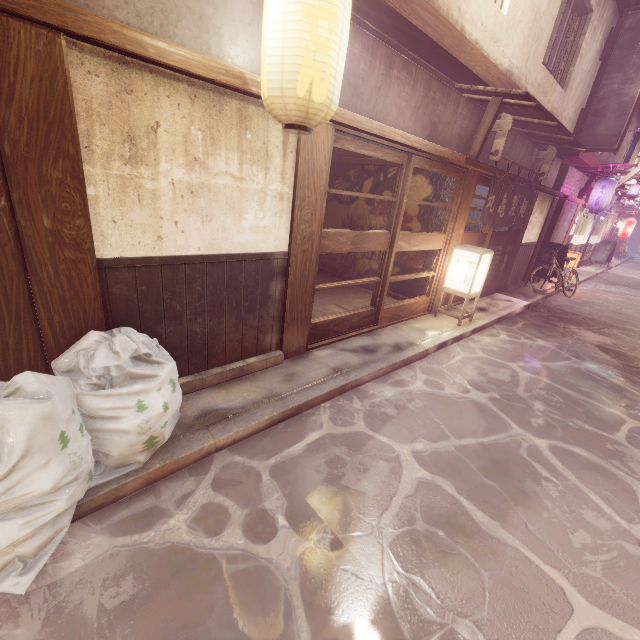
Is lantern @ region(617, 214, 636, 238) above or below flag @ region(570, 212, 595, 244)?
above

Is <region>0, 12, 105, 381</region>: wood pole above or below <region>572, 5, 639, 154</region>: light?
below

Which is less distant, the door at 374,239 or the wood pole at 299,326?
the wood pole at 299,326

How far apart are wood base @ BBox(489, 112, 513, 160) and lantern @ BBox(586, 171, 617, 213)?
14.7m

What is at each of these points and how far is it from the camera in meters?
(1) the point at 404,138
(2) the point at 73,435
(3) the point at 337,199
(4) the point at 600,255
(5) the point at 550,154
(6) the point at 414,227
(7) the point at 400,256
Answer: (1) wood bar, 7.7 m
(2) trash, 3.6 m
(3) building, 15.4 m
(4) sign, 33.1 m
(5) wood base, 14.3 m
(6) building, 12.7 m
(7) building, 13.4 m

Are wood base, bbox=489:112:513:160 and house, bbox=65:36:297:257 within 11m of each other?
yes

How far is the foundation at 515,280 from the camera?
17.5 meters

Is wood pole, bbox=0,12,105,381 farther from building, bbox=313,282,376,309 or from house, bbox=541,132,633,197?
building, bbox=313,282,376,309
